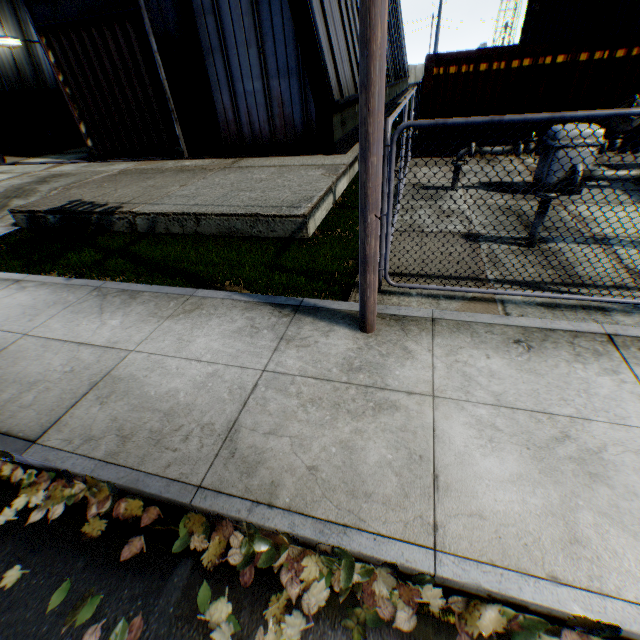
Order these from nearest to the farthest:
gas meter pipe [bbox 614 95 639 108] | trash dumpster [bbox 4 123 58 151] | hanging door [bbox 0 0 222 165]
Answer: gas meter pipe [bbox 614 95 639 108], hanging door [bbox 0 0 222 165], trash dumpster [bbox 4 123 58 151]

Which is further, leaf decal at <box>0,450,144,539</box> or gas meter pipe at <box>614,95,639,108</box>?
gas meter pipe at <box>614,95,639,108</box>

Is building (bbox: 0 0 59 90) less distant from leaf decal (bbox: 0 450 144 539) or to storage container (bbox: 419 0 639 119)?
storage container (bbox: 419 0 639 119)

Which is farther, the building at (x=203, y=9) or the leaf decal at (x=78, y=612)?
the building at (x=203, y=9)

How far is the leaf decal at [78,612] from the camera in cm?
215

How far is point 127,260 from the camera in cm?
639

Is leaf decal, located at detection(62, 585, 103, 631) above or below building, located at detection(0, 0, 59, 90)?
below

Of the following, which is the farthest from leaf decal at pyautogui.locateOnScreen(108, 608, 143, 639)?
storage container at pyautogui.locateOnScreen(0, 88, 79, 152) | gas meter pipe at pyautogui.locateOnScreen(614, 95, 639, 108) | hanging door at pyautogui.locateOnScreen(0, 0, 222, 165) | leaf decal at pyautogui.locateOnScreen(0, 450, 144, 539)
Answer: storage container at pyautogui.locateOnScreen(0, 88, 79, 152)
